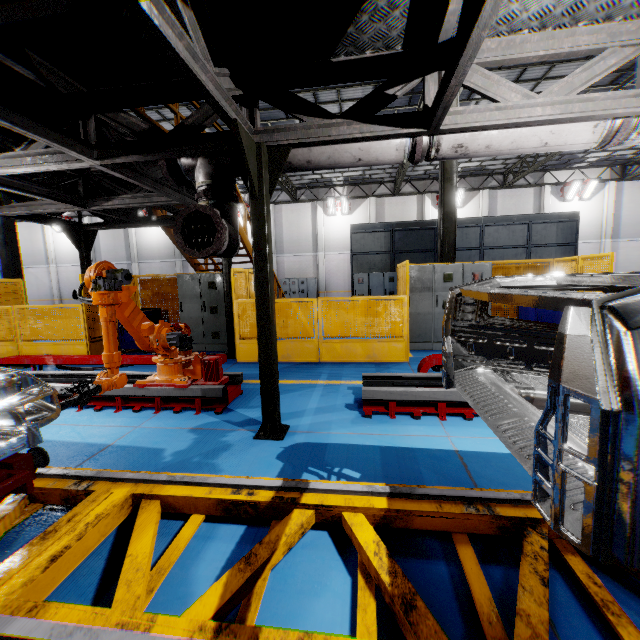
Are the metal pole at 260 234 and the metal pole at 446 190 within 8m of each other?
yes

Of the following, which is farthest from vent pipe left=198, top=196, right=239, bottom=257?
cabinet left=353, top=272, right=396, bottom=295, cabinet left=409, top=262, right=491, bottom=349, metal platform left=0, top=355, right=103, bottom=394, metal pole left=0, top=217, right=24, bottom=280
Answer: metal pole left=0, top=217, right=24, bottom=280

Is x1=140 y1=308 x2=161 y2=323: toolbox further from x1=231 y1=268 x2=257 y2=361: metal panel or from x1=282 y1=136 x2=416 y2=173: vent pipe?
x1=282 y1=136 x2=416 y2=173: vent pipe

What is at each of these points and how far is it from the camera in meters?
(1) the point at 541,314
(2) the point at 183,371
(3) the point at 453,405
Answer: (1) toolbox, 7.6
(2) robot arm, 4.9
(3) metal platform, 4.3

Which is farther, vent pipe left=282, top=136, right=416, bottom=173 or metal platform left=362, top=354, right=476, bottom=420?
metal platform left=362, top=354, right=476, bottom=420

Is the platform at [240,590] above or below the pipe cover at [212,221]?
below

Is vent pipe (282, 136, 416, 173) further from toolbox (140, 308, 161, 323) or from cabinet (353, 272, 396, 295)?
cabinet (353, 272, 396, 295)

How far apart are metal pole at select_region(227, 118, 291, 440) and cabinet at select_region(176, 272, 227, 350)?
4.9 meters
